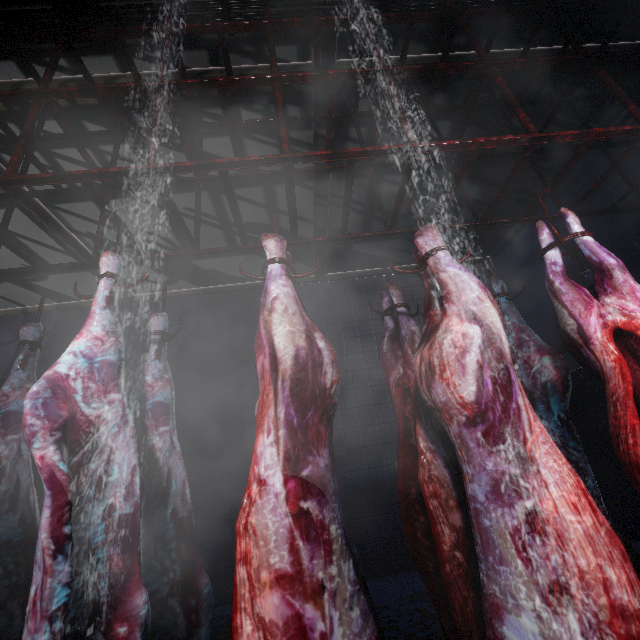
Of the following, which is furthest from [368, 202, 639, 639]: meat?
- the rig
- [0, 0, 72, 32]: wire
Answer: [0, 0, 72, 32]: wire

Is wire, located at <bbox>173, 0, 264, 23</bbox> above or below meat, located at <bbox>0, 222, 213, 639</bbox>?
above

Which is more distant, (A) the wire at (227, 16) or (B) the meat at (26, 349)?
(A) the wire at (227, 16)

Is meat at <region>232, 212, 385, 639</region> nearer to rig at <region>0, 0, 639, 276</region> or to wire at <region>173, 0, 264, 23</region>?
rig at <region>0, 0, 639, 276</region>

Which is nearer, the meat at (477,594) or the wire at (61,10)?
the meat at (477,594)

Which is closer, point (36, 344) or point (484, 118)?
point (36, 344)

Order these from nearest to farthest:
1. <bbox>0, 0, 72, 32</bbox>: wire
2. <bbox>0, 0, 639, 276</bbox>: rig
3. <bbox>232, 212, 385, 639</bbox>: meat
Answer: <bbox>232, 212, 385, 639</bbox>: meat → <bbox>0, 0, 639, 276</bbox>: rig → <bbox>0, 0, 72, 32</bbox>: wire

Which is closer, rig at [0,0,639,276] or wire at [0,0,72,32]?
rig at [0,0,639,276]
